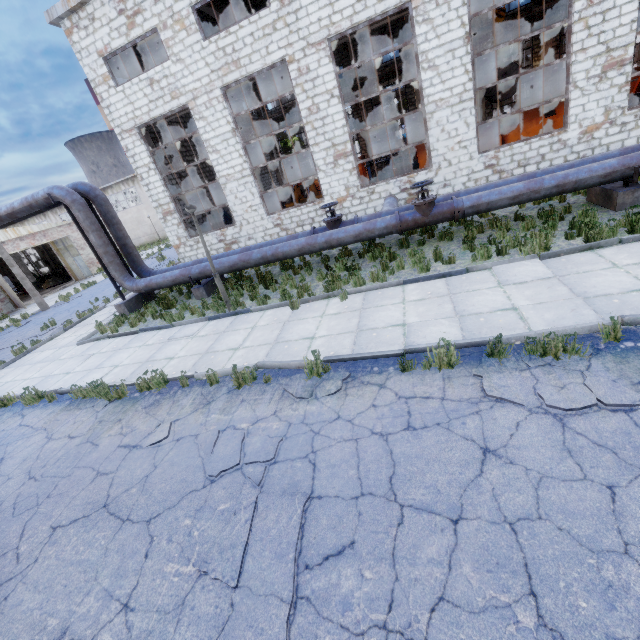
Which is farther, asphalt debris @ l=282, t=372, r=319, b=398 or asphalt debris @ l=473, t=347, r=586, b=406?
asphalt debris @ l=282, t=372, r=319, b=398

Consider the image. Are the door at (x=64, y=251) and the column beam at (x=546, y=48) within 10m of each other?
no

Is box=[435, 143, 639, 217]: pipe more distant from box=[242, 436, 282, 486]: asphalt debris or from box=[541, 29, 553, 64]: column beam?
box=[541, 29, 553, 64]: column beam

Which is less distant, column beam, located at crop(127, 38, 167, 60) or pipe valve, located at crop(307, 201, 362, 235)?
pipe valve, located at crop(307, 201, 362, 235)

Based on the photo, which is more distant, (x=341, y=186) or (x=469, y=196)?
(x=341, y=186)

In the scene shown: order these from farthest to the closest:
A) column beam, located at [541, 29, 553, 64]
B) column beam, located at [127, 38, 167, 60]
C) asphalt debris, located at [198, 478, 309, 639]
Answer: column beam, located at [541, 29, 553, 64] → column beam, located at [127, 38, 167, 60] → asphalt debris, located at [198, 478, 309, 639]

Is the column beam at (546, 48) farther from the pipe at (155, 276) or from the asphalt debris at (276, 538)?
the asphalt debris at (276, 538)

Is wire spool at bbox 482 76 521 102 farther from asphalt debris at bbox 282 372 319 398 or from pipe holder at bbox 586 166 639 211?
asphalt debris at bbox 282 372 319 398
